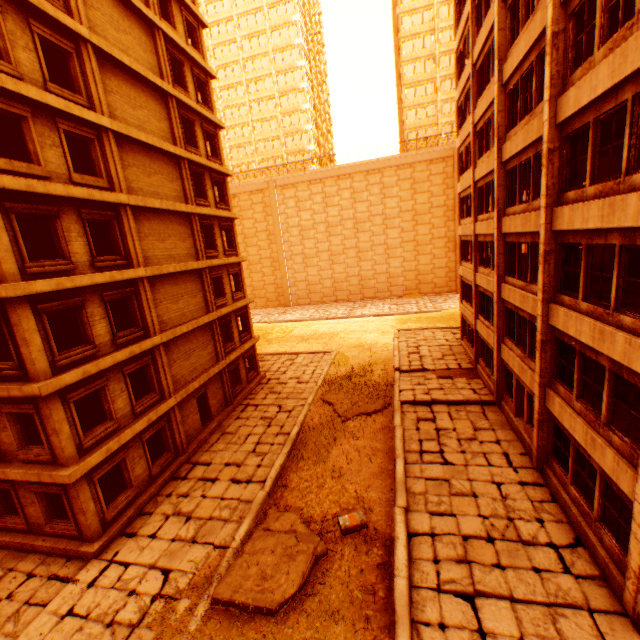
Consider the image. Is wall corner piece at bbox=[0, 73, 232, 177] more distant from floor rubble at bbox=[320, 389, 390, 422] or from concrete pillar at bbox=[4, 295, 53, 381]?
floor rubble at bbox=[320, 389, 390, 422]

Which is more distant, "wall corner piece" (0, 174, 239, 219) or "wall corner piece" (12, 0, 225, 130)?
"wall corner piece" (12, 0, 225, 130)

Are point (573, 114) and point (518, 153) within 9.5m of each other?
yes

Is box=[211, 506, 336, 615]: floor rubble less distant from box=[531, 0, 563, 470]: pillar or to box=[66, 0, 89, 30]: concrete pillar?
box=[531, 0, 563, 470]: pillar

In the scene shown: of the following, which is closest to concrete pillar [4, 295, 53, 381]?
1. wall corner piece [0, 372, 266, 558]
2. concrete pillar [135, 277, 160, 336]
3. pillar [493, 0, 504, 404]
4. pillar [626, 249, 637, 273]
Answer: concrete pillar [135, 277, 160, 336]

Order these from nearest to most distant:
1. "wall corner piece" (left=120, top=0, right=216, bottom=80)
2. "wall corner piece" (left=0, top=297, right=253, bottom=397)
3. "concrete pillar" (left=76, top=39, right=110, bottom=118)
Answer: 1. "wall corner piece" (left=0, top=297, right=253, bottom=397)
2. "concrete pillar" (left=76, top=39, right=110, bottom=118)
3. "wall corner piece" (left=120, top=0, right=216, bottom=80)

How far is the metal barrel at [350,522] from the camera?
10.4m

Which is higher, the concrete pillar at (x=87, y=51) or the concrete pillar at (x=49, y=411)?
the concrete pillar at (x=87, y=51)
